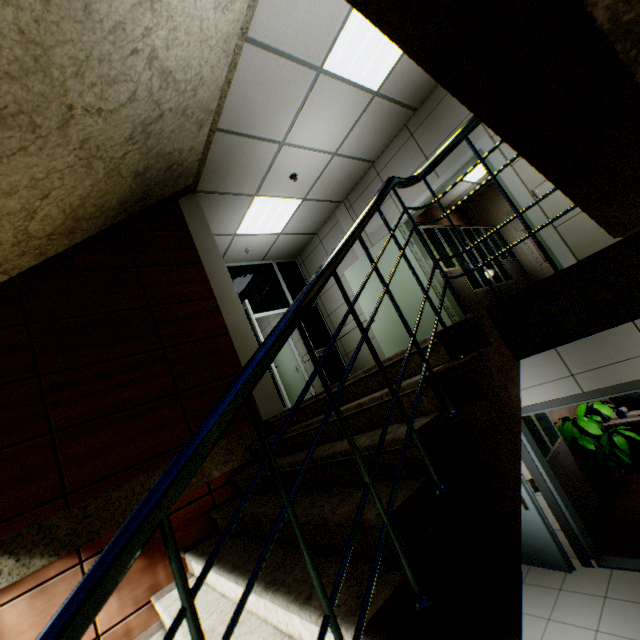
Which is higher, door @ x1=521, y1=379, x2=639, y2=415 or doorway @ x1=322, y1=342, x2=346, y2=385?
doorway @ x1=322, y1=342, x2=346, y2=385

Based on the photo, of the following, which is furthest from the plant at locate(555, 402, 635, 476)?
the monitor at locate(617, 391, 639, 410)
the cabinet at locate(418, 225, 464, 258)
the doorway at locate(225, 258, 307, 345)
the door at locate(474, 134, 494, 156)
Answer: the doorway at locate(225, 258, 307, 345)

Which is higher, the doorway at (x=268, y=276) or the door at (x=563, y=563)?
the doorway at (x=268, y=276)

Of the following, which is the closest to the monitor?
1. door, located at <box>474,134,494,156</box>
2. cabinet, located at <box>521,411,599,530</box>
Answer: cabinet, located at <box>521,411,599,530</box>

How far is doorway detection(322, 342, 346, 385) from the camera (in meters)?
6.84

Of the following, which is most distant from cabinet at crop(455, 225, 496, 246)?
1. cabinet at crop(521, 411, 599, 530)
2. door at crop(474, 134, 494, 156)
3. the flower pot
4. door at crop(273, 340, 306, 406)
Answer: door at crop(273, 340, 306, 406)

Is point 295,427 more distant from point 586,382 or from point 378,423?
point 586,382

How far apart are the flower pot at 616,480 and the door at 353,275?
3.7 meters
